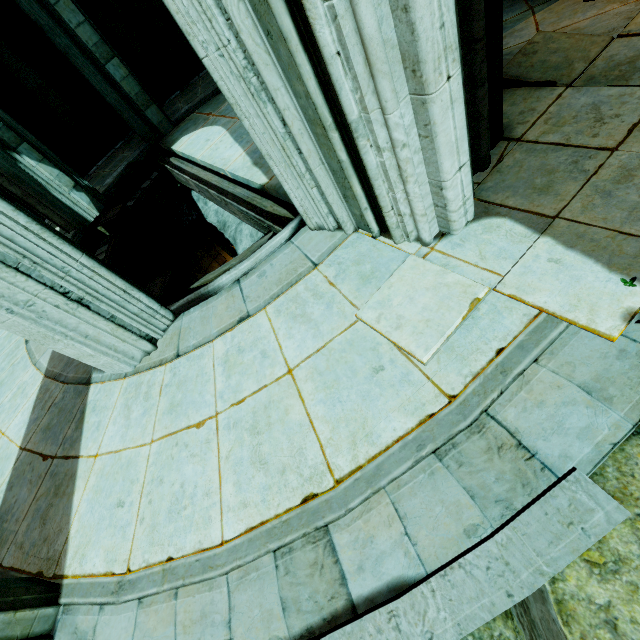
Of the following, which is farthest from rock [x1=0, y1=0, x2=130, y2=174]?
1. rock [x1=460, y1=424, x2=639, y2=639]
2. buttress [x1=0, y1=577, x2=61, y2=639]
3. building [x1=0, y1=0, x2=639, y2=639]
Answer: buttress [x1=0, y1=577, x2=61, y2=639]

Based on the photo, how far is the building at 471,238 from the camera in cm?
260

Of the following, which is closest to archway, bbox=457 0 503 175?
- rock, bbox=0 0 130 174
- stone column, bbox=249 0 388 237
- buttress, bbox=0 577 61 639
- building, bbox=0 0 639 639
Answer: building, bbox=0 0 639 639

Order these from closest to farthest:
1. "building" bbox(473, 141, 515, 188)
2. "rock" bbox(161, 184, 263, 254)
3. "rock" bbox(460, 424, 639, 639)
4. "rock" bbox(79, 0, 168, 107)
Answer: "rock" bbox(460, 424, 639, 639) < "building" bbox(473, 141, 515, 188) < "rock" bbox(161, 184, 263, 254) < "rock" bbox(79, 0, 168, 107)

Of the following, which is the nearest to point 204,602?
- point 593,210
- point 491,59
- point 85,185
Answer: point 593,210

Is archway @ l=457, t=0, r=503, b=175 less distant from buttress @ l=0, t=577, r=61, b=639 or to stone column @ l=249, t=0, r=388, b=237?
stone column @ l=249, t=0, r=388, b=237

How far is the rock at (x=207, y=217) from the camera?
8.1m

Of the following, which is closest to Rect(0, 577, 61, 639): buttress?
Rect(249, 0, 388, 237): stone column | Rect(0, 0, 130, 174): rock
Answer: Rect(249, 0, 388, 237): stone column
